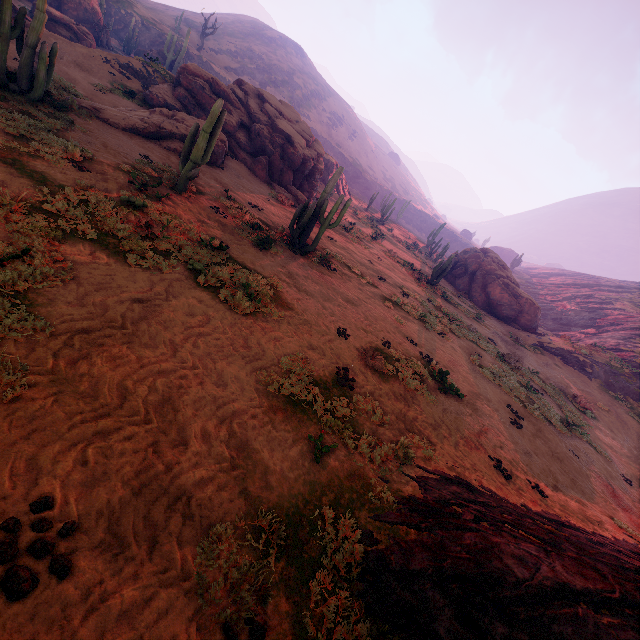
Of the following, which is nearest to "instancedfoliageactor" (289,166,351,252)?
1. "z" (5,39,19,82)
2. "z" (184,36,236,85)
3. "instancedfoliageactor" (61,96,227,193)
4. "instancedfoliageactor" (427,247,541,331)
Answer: "instancedfoliageactor" (61,96,227,193)

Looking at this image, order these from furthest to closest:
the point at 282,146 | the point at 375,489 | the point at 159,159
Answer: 1. the point at 282,146
2. the point at 159,159
3. the point at 375,489

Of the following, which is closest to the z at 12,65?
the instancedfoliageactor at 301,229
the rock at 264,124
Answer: the rock at 264,124

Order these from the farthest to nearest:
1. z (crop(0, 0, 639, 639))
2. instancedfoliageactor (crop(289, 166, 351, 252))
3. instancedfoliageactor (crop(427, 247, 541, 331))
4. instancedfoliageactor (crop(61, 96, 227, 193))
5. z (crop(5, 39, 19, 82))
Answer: instancedfoliageactor (crop(427, 247, 541, 331)) → instancedfoliageactor (crop(289, 166, 351, 252)) → instancedfoliageactor (crop(61, 96, 227, 193)) → z (crop(5, 39, 19, 82)) → z (crop(0, 0, 639, 639))

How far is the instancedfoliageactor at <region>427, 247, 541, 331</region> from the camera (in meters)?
30.42

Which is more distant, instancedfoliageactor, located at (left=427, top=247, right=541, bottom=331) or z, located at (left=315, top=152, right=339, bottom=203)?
z, located at (left=315, top=152, right=339, bottom=203)

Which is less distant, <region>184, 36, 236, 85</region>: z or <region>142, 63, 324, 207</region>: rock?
<region>142, 63, 324, 207</region>: rock

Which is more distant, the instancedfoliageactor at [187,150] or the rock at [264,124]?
the rock at [264,124]
